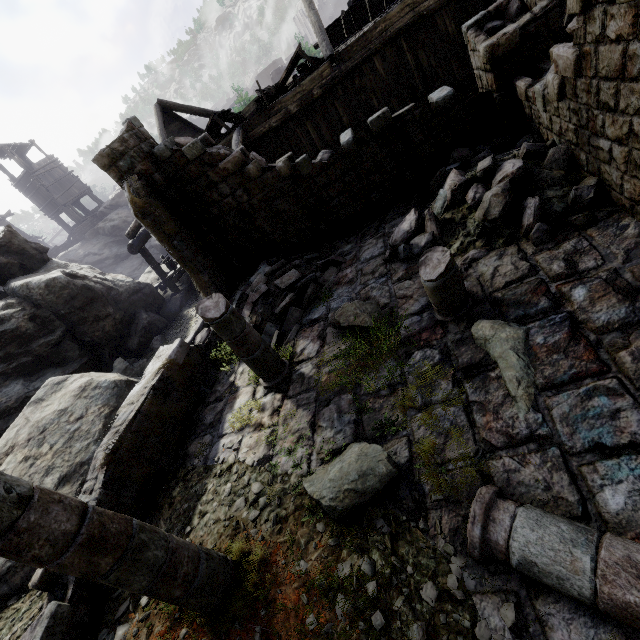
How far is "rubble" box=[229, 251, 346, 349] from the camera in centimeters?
809cm

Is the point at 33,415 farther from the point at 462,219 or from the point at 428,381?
the point at 462,219

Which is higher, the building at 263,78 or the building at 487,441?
the building at 263,78

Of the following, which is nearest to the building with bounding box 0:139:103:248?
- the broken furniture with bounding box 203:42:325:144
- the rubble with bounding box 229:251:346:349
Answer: the rubble with bounding box 229:251:346:349

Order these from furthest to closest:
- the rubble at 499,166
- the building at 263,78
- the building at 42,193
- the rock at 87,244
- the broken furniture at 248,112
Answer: the building at 263,78 < the building at 42,193 < the broken furniture at 248,112 < the rock at 87,244 < the rubble at 499,166

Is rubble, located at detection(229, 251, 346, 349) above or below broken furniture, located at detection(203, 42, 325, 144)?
below

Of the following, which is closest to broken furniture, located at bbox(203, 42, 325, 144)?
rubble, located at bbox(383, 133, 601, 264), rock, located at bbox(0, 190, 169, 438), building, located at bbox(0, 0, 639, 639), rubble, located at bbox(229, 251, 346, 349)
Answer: building, located at bbox(0, 0, 639, 639)

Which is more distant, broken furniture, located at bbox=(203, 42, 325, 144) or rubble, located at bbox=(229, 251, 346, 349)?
broken furniture, located at bbox=(203, 42, 325, 144)
